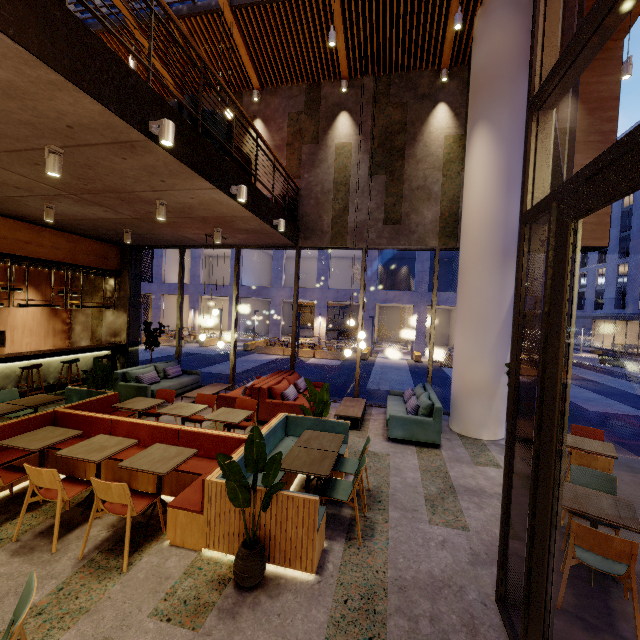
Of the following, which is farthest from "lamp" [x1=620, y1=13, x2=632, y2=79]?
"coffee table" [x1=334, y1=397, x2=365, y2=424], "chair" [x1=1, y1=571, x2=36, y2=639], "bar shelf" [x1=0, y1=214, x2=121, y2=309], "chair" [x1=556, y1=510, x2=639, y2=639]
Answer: "bar shelf" [x1=0, y1=214, x2=121, y2=309]

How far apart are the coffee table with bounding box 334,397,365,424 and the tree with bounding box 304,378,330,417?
1.49m

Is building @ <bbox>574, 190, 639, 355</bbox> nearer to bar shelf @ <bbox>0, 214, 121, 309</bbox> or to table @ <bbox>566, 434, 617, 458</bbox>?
table @ <bbox>566, 434, 617, 458</bbox>

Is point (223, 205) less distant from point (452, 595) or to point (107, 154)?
point (107, 154)

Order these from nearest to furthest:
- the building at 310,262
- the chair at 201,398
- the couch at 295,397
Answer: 1. the chair at 201,398
2. the couch at 295,397
3. the building at 310,262

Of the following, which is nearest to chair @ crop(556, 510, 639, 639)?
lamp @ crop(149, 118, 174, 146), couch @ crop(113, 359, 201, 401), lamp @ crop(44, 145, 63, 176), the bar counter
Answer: lamp @ crop(149, 118, 174, 146)

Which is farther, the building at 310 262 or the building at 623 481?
the building at 310 262

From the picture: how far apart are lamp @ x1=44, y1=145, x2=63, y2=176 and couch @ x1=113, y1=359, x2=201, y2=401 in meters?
5.3
